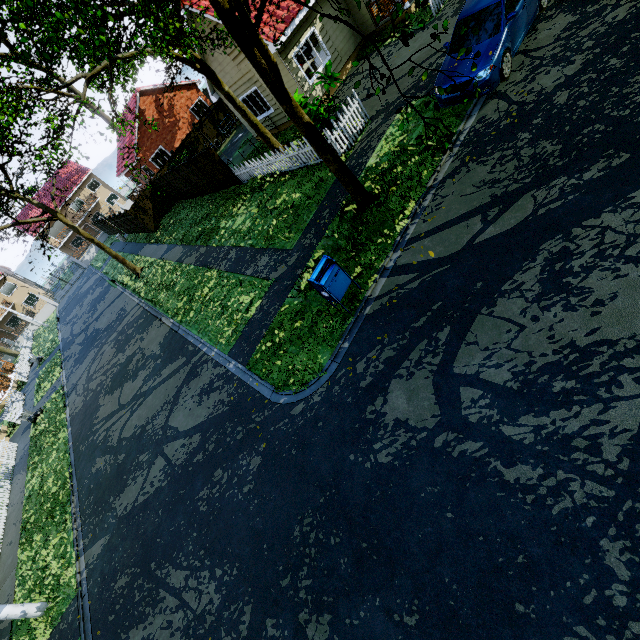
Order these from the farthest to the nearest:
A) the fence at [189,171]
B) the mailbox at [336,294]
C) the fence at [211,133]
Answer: the fence at [211,133] → the fence at [189,171] → the mailbox at [336,294]

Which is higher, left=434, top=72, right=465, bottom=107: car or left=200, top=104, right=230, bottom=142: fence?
left=200, top=104, right=230, bottom=142: fence

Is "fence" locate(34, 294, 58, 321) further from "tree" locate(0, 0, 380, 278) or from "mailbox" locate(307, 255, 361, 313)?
"mailbox" locate(307, 255, 361, 313)

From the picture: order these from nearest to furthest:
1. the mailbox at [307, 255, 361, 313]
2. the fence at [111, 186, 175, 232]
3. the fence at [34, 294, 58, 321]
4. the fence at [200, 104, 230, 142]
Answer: the mailbox at [307, 255, 361, 313] < the fence at [111, 186, 175, 232] < the fence at [200, 104, 230, 142] < the fence at [34, 294, 58, 321]

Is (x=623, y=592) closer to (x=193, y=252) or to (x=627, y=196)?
(x=627, y=196)

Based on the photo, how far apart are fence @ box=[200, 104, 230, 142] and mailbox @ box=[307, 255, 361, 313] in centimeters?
Answer: 2620cm

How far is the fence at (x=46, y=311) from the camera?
42.6m

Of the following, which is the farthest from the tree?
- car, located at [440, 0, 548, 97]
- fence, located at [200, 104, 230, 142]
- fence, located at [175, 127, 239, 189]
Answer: fence, located at [200, 104, 230, 142]
